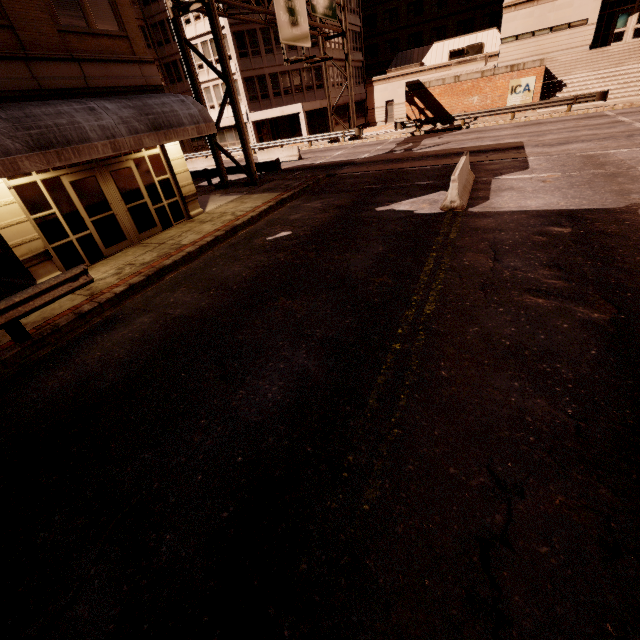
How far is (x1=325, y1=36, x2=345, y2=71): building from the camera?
36.9 meters

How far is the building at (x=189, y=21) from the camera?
32.7m

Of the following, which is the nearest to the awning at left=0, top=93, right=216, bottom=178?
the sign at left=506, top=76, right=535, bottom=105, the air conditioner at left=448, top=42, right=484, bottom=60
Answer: the sign at left=506, top=76, right=535, bottom=105

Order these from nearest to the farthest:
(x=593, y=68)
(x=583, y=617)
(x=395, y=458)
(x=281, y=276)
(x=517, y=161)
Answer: (x=583, y=617)
(x=395, y=458)
(x=281, y=276)
(x=517, y=161)
(x=593, y=68)

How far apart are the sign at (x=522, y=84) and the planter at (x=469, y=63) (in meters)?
2.55

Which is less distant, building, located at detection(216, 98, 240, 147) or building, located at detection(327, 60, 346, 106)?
building, located at detection(216, 98, 240, 147)

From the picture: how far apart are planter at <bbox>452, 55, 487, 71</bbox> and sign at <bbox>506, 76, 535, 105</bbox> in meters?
2.6

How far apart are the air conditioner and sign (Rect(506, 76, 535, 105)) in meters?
12.7
